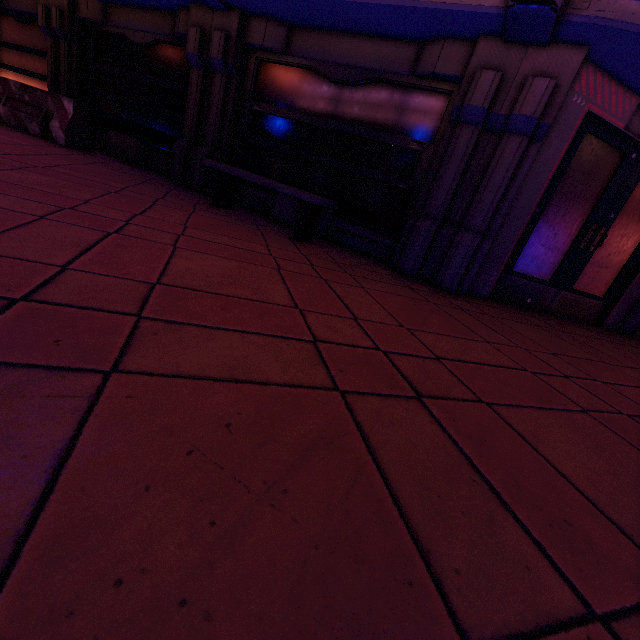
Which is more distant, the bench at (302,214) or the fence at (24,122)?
the fence at (24,122)

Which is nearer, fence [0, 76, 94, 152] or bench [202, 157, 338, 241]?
bench [202, 157, 338, 241]

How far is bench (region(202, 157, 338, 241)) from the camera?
4.4 meters

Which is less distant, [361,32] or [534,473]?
[534,473]

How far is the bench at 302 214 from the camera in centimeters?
436cm
